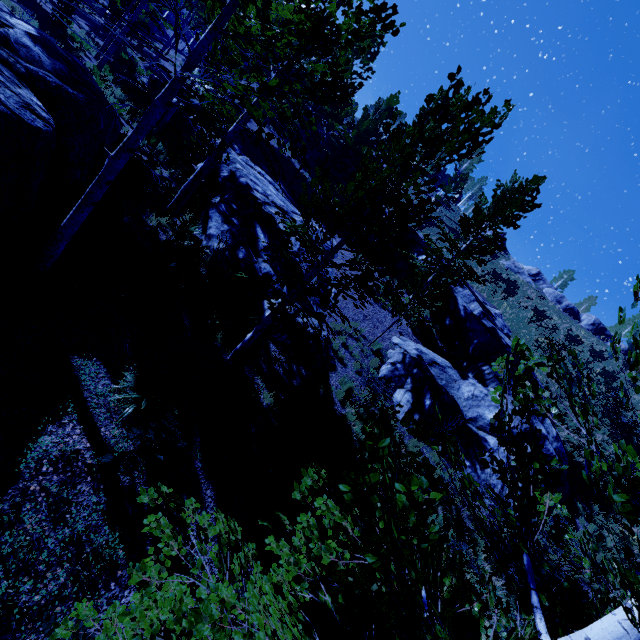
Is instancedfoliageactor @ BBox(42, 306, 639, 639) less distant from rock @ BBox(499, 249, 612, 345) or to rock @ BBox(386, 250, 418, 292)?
rock @ BBox(386, 250, 418, 292)

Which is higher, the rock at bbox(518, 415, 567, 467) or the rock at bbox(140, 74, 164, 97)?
the rock at bbox(518, 415, 567, 467)

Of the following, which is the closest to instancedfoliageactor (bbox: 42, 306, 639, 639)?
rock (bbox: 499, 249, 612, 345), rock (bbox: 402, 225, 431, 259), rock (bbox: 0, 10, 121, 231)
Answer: rock (bbox: 0, 10, 121, 231)

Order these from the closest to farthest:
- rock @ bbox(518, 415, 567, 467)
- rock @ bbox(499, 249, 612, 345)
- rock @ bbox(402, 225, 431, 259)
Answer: rock @ bbox(518, 415, 567, 467)
rock @ bbox(402, 225, 431, 259)
rock @ bbox(499, 249, 612, 345)

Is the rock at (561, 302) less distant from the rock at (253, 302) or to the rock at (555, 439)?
the rock at (555, 439)

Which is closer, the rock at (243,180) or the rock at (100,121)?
the rock at (100,121)

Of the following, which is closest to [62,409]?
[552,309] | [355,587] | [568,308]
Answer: [355,587]

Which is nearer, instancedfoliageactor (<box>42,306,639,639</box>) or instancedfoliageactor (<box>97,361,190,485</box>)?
instancedfoliageactor (<box>42,306,639,639</box>)
